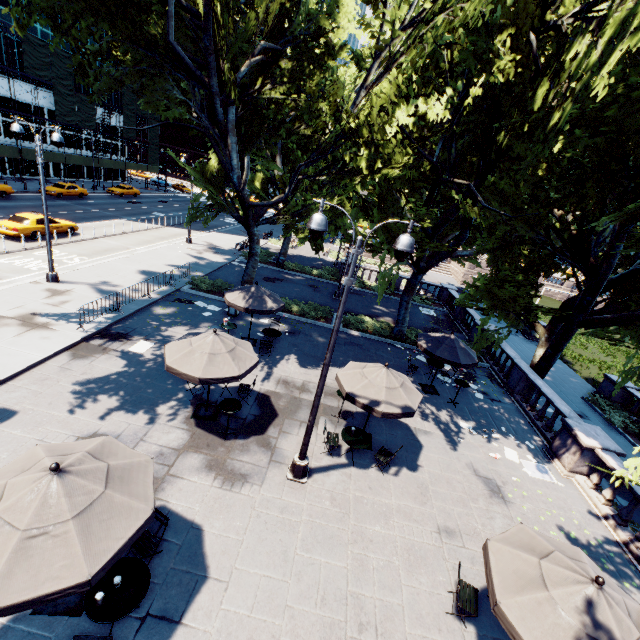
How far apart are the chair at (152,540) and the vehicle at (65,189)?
42.5m

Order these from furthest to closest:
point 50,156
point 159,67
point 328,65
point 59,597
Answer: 1. point 50,156
2. point 159,67
3. point 328,65
4. point 59,597

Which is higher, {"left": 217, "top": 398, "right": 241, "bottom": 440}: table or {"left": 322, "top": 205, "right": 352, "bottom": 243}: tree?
{"left": 322, "top": 205, "right": 352, "bottom": 243}: tree

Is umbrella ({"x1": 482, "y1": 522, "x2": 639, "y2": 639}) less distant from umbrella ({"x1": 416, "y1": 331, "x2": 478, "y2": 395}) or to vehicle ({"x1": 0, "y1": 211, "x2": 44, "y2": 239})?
umbrella ({"x1": 416, "y1": 331, "x2": 478, "y2": 395})

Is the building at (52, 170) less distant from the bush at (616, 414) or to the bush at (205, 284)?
the bush at (205, 284)

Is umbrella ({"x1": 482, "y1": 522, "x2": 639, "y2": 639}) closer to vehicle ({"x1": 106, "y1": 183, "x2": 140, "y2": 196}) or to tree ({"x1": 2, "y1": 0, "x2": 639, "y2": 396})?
tree ({"x1": 2, "y1": 0, "x2": 639, "y2": 396})

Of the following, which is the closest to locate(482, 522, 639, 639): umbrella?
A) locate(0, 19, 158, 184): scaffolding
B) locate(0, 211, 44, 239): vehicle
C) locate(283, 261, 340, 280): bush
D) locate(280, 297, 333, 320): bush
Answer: locate(280, 297, 333, 320): bush

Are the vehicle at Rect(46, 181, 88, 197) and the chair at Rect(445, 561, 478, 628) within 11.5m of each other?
no
